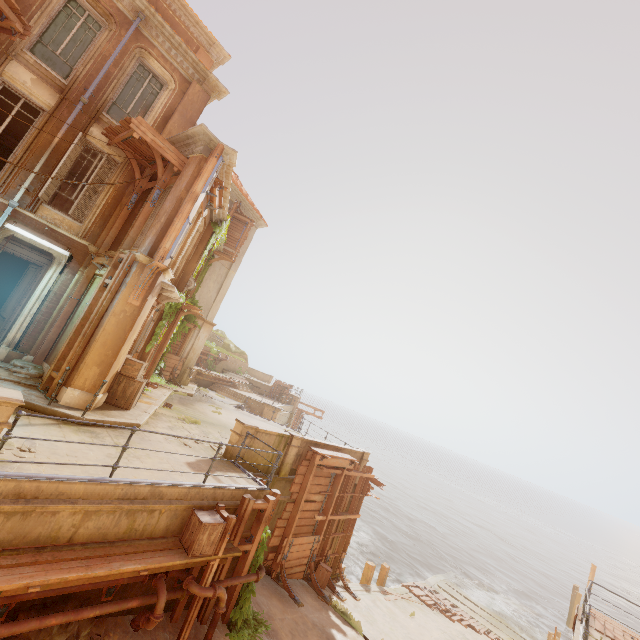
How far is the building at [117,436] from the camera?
6.63m

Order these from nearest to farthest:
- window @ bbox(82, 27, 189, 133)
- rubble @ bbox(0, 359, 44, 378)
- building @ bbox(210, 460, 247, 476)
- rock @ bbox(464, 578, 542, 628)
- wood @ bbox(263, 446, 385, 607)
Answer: building @ bbox(210, 460, 247, 476) → rubble @ bbox(0, 359, 44, 378) → window @ bbox(82, 27, 189, 133) → wood @ bbox(263, 446, 385, 607) → rock @ bbox(464, 578, 542, 628)

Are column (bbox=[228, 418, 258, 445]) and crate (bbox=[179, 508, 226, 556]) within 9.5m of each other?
yes

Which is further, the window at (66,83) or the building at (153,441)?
the window at (66,83)

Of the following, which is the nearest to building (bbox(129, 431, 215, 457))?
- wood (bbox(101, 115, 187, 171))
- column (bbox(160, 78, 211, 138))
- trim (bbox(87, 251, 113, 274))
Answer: trim (bbox(87, 251, 113, 274))

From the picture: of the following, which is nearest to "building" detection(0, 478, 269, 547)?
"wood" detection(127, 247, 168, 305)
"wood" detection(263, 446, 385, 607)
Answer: "wood" detection(263, 446, 385, 607)

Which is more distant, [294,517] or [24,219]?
[294,517]

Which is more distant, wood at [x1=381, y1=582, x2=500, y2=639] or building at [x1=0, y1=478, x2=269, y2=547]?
wood at [x1=381, y1=582, x2=500, y2=639]
